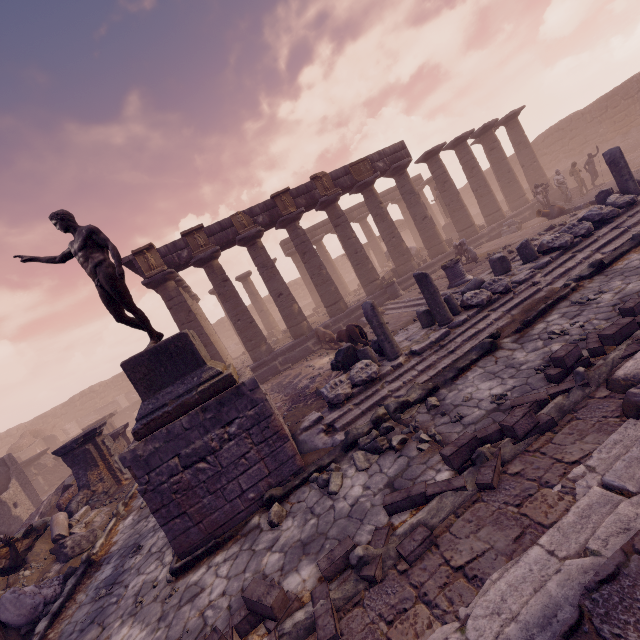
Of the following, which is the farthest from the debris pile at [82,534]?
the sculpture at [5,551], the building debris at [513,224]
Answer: the building debris at [513,224]

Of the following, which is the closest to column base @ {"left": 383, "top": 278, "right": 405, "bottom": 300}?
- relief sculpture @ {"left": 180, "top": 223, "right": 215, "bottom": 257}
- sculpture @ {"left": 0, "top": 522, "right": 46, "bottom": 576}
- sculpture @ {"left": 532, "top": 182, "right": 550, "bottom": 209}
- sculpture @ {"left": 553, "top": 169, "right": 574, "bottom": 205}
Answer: sculpture @ {"left": 532, "top": 182, "right": 550, "bottom": 209}

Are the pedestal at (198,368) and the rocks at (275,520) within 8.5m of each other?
yes

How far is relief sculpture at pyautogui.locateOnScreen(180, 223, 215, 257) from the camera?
14.0 meters

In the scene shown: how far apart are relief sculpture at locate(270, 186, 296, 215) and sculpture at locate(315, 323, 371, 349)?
6.81m

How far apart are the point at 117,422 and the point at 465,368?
28.74m

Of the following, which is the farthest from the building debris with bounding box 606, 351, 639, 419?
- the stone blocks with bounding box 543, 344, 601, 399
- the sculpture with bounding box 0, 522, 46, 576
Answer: the sculpture with bounding box 0, 522, 46, 576

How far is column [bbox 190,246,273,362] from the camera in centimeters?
1446cm
